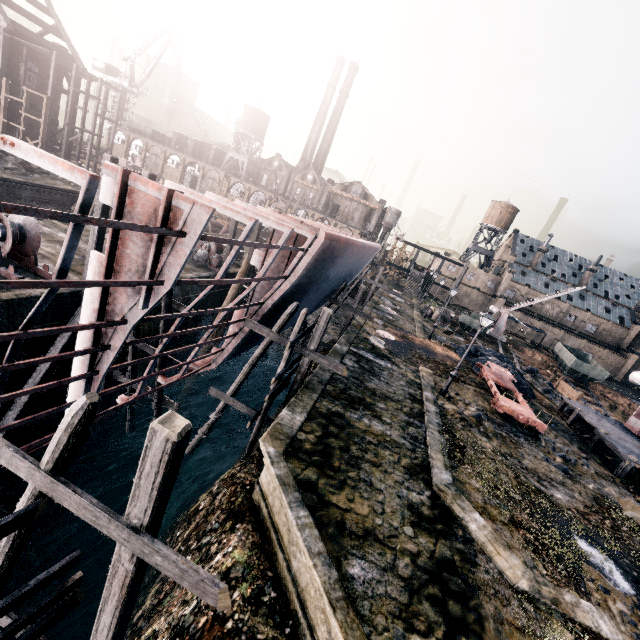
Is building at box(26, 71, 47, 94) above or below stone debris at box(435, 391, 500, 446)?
above

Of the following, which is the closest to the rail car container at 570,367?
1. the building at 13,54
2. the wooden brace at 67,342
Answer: the building at 13,54

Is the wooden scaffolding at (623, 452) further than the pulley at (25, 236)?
Yes

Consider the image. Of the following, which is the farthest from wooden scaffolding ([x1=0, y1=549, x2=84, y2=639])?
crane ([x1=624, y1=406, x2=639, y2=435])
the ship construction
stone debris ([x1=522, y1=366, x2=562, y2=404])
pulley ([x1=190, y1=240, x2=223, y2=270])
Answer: stone debris ([x1=522, y1=366, x2=562, y2=404])

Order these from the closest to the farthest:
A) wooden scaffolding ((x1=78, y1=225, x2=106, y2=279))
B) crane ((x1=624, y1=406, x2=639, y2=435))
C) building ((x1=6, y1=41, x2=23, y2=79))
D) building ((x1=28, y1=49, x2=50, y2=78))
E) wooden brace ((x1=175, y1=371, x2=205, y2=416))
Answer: wooden scaffolding ((x1=78, y1=225, x2=106, y2=279)) < wooden brace ((x1=175, y1=371, x2=205, y2=416)) < crane ((x1=624, y1=406, x2=639, y2=435)) < building ((x1=6, y1=41, x2=23, y2=79)) < building ((x1=28, y1=49, x2=50, y2=78))

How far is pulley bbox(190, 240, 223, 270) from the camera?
27.3m

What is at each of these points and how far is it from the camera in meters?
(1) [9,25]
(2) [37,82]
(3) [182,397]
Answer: (1) wood roof frame, 35.7 m
(2) building, 42.1 m
(3) wooden brace, 23.3 m

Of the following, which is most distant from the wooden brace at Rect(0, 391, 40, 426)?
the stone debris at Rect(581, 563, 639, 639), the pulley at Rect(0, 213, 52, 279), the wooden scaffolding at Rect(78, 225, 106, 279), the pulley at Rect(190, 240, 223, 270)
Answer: the stone debris at Rect(581, 563, 639, 639)
